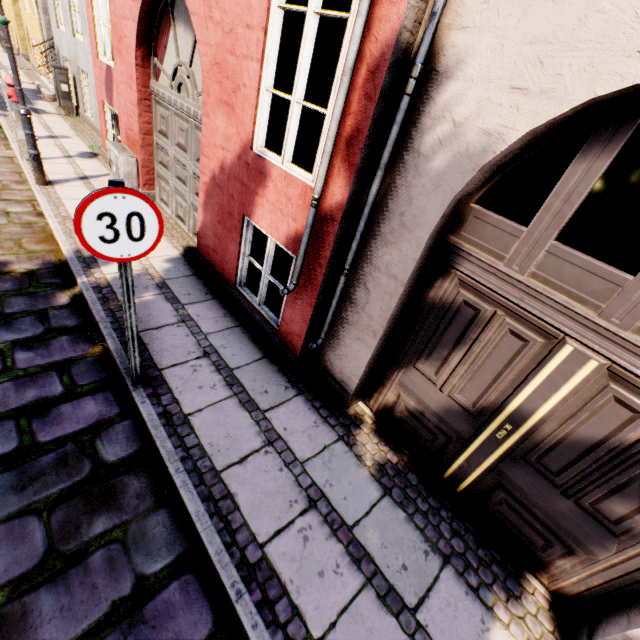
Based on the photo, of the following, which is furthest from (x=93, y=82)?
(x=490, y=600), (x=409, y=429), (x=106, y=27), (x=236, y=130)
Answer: (x=490, y=600)

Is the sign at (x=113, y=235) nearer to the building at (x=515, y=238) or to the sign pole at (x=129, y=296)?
the sign pole at (x=129, y=296)

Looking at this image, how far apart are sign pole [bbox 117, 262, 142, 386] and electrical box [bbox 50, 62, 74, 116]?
11.5m

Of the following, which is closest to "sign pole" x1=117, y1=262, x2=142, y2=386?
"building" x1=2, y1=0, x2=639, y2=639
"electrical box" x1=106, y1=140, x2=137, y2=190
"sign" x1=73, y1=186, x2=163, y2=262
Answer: "sign" x1=73, y1=186, x2=163, y2=262

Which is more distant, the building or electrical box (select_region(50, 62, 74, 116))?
electrical box (select_region(50, 62, 74, 116))

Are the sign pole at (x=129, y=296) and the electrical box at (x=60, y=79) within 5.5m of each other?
no

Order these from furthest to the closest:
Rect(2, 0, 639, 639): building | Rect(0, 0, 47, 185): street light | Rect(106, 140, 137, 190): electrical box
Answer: Rect(106, 140, 137, 190): electrical box < Rect(0, 0, 47, 185): street light < Rect(2, 0, 639, 639): building

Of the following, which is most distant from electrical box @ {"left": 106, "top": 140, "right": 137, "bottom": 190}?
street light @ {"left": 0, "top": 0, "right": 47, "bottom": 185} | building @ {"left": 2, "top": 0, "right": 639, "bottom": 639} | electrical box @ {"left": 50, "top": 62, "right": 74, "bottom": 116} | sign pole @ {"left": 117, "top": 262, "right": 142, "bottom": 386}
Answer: building @ {"left": 2, "top": 0, "right": 639, "bottom": 639}
